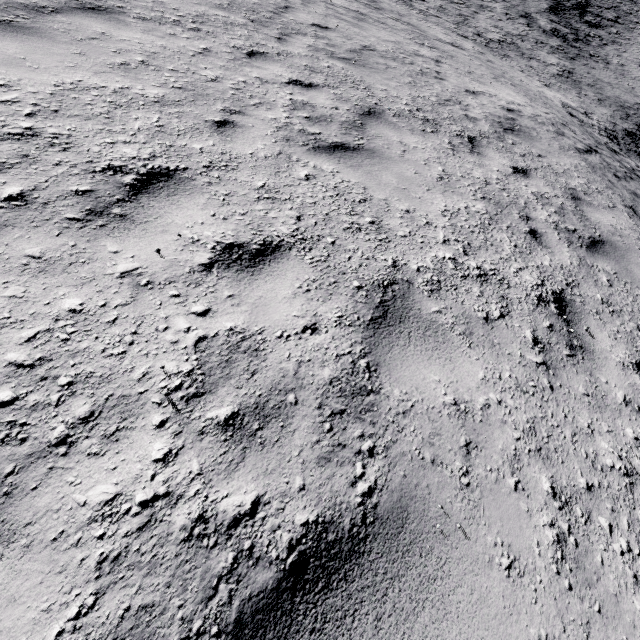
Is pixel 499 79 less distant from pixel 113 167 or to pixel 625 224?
pixel 625 224
